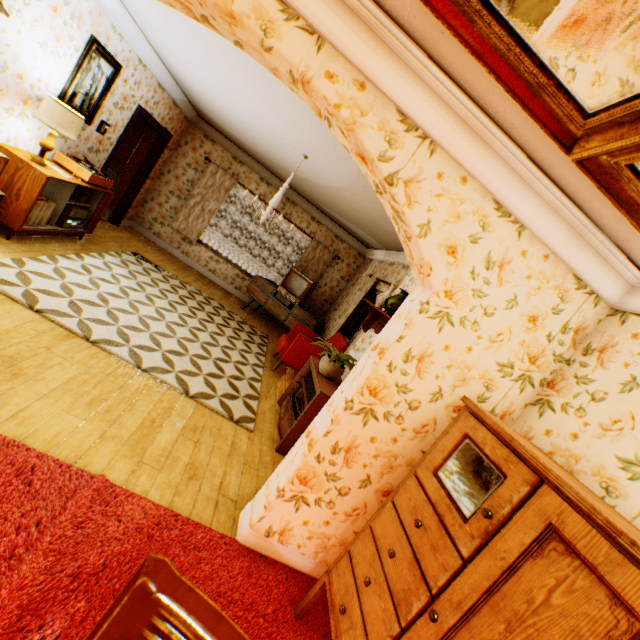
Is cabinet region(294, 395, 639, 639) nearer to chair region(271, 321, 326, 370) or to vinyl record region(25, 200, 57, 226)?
chair region(271, 321, 326, 370)

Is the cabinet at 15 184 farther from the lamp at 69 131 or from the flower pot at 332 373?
the flower pot at 332 373

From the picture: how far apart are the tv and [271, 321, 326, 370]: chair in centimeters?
88cm

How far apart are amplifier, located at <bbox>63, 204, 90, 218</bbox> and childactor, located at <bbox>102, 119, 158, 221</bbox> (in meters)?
2.37

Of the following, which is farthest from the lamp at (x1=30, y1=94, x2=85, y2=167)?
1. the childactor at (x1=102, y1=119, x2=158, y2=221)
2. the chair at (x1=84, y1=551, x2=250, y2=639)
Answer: the chair at (x1=84, y1=551, x2=250, y2=639)

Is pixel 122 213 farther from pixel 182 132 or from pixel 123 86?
pixel 123 86

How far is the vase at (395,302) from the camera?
4.0m

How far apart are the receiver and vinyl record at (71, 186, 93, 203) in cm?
31
